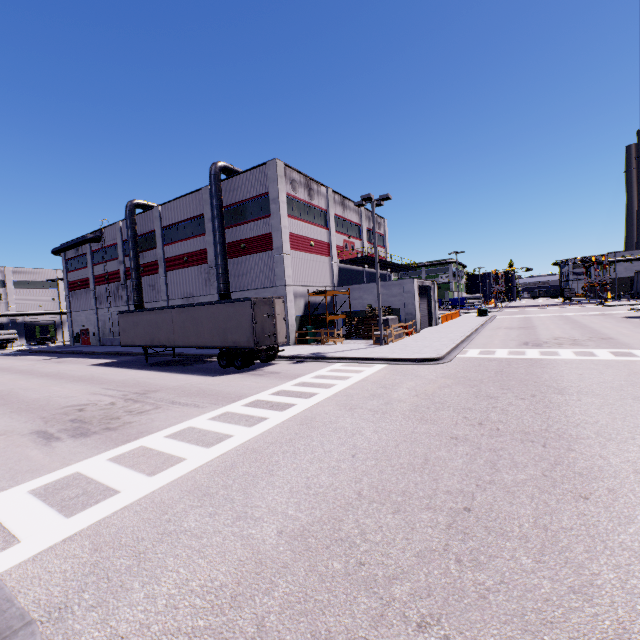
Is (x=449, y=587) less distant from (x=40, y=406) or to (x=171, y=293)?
(x=40, y=406)

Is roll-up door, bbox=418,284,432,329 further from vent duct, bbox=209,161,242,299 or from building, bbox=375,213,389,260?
vent duct, bbox=209,161,242,299

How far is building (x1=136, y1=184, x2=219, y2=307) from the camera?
30.2 meters

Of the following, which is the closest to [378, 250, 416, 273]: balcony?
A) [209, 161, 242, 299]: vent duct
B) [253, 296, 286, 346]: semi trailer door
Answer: [209, 161, 242, 299]: vent duct

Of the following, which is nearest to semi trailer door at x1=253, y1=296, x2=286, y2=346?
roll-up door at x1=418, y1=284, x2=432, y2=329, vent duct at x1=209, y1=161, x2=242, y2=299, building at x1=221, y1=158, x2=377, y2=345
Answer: building at x1=221, y1=158, x2=377, y2=345

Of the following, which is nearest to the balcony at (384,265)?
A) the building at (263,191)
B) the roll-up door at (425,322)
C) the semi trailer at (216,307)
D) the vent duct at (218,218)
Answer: the building at (263,191)

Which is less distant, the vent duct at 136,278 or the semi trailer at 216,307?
the semi trailer at 216,307
